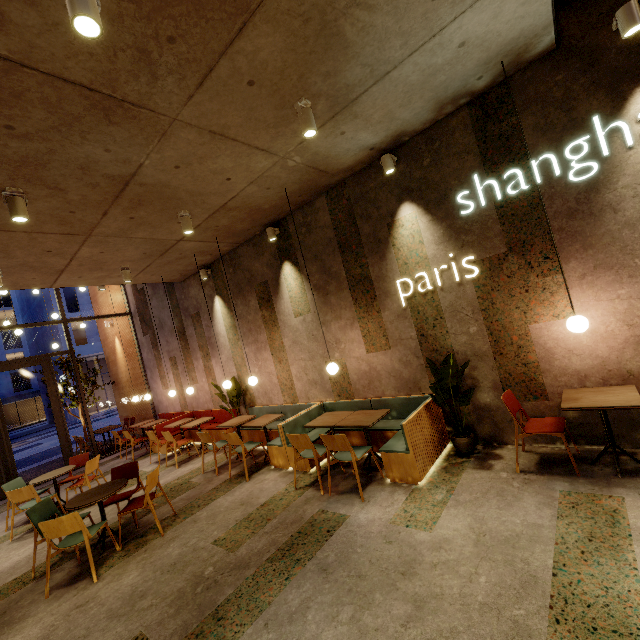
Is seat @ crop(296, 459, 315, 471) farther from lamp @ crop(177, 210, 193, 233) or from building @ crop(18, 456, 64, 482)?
lamp @ crop(177, 210, 193, 233)

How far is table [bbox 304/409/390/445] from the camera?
4.6m

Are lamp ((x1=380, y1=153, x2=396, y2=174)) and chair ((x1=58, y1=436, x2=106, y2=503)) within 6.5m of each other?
no

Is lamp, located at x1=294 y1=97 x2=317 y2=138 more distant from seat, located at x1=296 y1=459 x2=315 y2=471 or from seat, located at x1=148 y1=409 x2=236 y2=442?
seat, located at x1=148 y1=409 x2=236 y2=442

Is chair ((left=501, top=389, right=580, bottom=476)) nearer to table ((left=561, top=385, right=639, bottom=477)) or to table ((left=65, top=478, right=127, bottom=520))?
table ((left=561, top=385, right=639, bottom=477))

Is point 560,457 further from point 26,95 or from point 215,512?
point 26,95

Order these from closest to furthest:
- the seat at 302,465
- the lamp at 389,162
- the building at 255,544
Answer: the building at 255,544 < the lamp at 389,162 < the seat at 302,465

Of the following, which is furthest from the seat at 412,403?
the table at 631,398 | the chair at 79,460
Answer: the chair at 79,460
